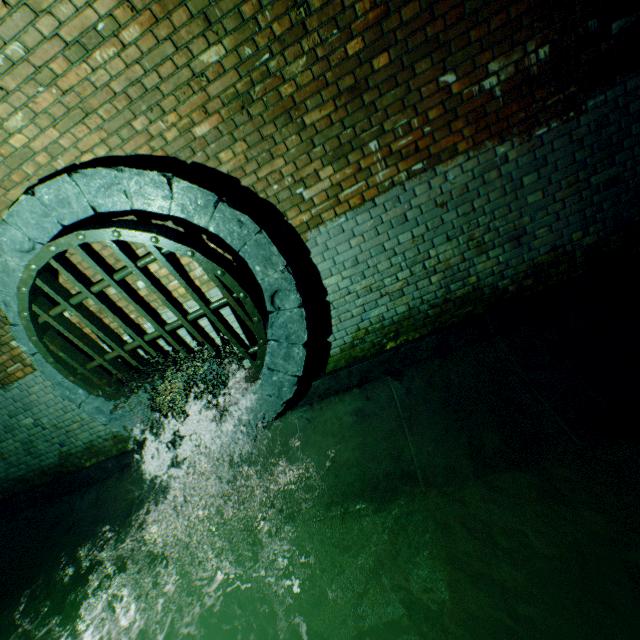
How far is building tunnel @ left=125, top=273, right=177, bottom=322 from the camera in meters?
3.7

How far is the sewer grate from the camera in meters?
3.0

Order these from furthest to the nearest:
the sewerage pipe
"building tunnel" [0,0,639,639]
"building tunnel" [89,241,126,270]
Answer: "building tunnel" [89,241,126,270] < the sewerage pipe < "building tunnel" [0,0,639,639]

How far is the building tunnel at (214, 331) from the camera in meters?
3.9

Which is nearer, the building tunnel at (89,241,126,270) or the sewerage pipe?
the sewerage pipe

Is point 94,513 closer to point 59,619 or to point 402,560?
point 59,619

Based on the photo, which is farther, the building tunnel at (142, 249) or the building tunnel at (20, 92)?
the building tunnel at (142, 249)
